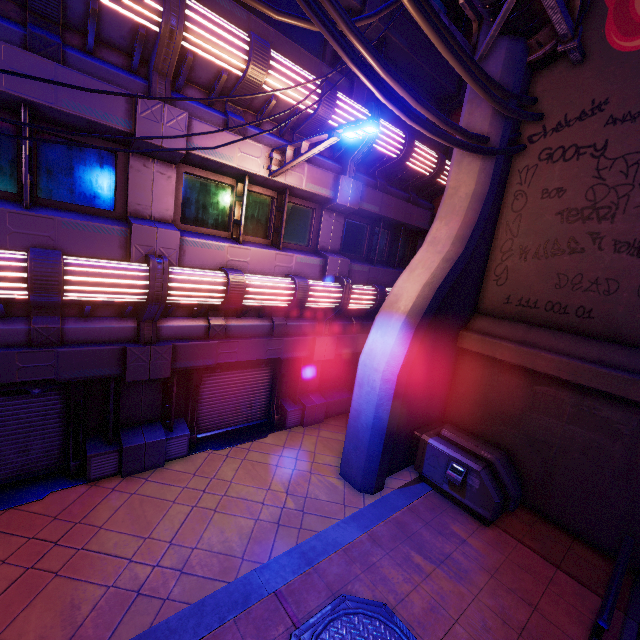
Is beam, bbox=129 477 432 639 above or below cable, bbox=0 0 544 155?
below

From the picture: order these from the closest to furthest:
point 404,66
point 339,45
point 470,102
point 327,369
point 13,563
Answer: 1. point 339,45
2. point 13,563
3. point 470,102
4. point 404,66
5. point 327,369

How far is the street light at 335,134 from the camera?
5.4 meters

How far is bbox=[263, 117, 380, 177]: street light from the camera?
5.4 meters

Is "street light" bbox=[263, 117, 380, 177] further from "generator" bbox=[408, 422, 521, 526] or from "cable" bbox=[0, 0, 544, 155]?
"generator" bbox=[408, 422, 521, 526]

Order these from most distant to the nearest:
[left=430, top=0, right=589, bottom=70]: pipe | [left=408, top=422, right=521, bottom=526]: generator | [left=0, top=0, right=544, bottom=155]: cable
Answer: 1. [left=408, top=422, right=521, bottom=526]: generator
2. [left=430, top=0, right=589, bottom=70]: pipe
3. [left=0, top=0, right=544, bottom=155]: cable

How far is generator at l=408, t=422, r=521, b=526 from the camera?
7.2m

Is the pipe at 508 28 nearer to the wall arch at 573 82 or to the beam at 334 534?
the wall arch at 573 82
